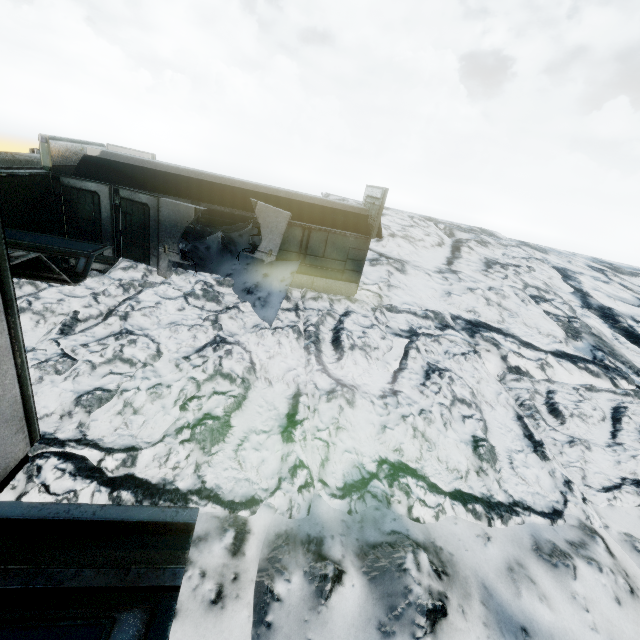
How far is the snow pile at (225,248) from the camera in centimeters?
1080cm

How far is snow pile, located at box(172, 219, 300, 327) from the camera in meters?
10.8 m

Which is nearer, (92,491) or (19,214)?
(92,491)
